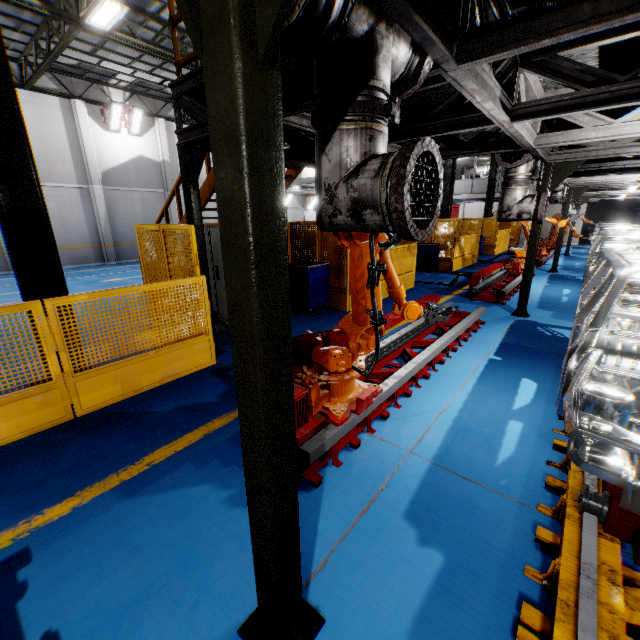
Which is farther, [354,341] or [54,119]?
[54,119]

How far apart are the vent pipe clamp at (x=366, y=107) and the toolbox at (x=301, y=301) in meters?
5.3 m

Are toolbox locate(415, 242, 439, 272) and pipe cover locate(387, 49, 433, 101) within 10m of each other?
no

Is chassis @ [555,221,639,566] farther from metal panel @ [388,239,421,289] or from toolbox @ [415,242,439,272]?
toolbox @ [415,242,439,272]

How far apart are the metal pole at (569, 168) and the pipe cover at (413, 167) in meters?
6.3

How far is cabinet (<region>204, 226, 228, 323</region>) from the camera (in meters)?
6.35

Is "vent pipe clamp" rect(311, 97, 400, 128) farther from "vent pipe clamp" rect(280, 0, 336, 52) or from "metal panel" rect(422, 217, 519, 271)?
"metal panel" rect(422, 217, 519, 271)

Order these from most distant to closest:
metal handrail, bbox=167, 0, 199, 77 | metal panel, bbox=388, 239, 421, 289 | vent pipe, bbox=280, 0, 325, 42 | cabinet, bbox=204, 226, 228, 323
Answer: metal panel, bbox=388, 239, 421, 289 < cabinet, bbox=204, 226, 228, 323 < metal handrail, bbox=167, 0, 199, 77 < vent pipe, bbox=280, 0, 325, 42
